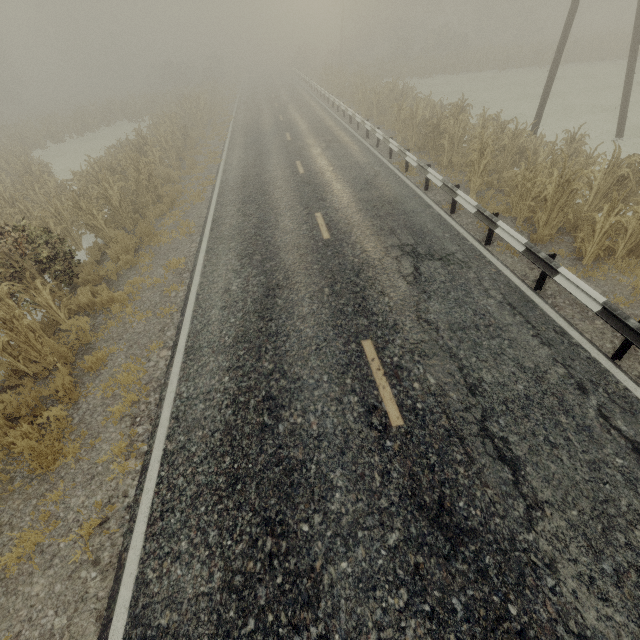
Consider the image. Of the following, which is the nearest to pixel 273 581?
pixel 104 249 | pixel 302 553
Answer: pixel 302 553

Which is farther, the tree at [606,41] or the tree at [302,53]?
the tree at [302,53]

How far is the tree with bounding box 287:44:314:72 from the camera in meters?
47.8 m

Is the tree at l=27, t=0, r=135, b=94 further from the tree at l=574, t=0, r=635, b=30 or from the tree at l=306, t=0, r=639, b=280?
the tree at l=574, t=0, r=635, b=30

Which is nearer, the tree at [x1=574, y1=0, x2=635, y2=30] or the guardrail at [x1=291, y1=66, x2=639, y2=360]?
the guardrail at [x1=291, y1=66, x2=639, y2=360]

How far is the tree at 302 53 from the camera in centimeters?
4775cm

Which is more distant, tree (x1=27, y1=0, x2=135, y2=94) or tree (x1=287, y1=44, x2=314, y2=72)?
tree (x1=27, y1=0, x2=135, y2=94)

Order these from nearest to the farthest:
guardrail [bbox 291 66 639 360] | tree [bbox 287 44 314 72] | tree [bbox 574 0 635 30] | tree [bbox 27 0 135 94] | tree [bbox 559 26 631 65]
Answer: guardrail [bbox 291 66 639 360] → tree [bbox 559 26 631 65] → tree [bbox 574 0 635 30] → tree [bbox 287 44 314 72] → tree [bbox 27 0 135 94]
